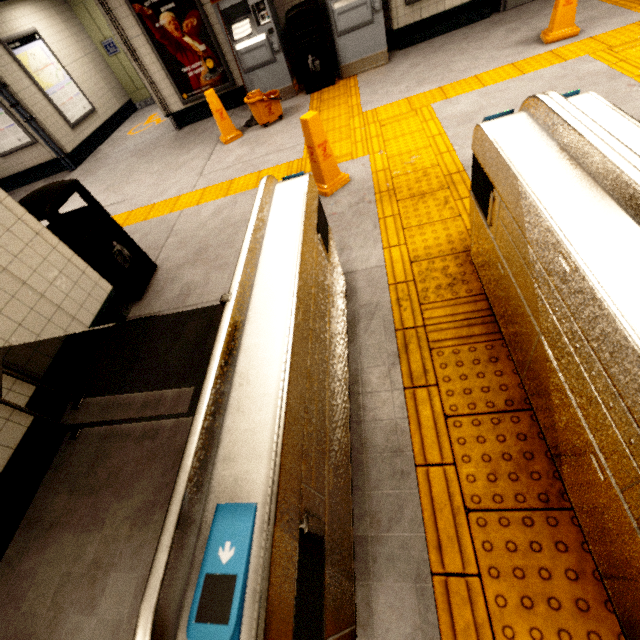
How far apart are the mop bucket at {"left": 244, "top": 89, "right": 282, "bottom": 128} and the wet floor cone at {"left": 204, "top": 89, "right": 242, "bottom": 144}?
0.4 meters

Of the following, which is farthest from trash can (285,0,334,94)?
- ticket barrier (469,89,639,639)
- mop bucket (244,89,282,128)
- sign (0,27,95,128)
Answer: sign (0,27,95,128)

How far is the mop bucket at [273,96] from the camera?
5.3m

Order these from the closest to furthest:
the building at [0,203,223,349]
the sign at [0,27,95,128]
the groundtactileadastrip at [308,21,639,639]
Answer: the groundtactileadastrip at [308,21,639,639] < the building at [0,203,223,349] < the sign at [0,27,95,128]

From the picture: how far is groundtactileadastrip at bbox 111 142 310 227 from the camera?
4.4 meters

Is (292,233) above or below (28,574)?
above

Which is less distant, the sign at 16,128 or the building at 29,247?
the building at 29,247

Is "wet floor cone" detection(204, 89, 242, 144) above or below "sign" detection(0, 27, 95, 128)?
below
